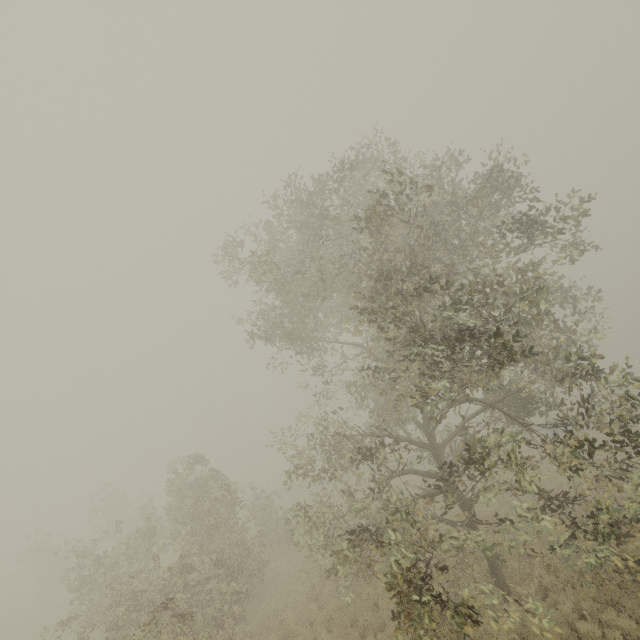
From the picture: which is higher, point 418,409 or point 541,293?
point 541,293
